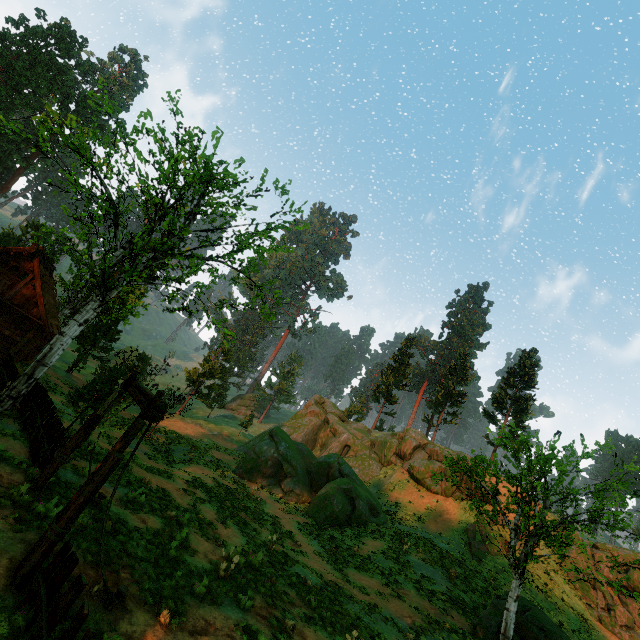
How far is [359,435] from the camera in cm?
4112

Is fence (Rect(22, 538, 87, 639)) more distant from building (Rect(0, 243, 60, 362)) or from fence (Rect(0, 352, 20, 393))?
fence (Rect(0, 352, 20, 393))

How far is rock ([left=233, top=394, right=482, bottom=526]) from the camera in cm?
2523

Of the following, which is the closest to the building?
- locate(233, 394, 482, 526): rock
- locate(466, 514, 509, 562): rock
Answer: locate(233, 394, 482, 526): rock

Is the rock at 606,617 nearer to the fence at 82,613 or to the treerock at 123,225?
the treerock at 123,225

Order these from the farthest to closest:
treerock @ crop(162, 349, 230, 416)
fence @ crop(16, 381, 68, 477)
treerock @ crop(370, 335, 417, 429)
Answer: treerock @ crop(370, 335, 417, 429)
treerock @ crop(162, 349, 230, 416)
fence @ crop(16, 381, 68, 477)

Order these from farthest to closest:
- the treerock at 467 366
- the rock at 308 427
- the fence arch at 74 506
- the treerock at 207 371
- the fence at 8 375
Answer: the treerock at 467 366
the treerock at 207 371
the rock at 308 427
the fence at 8 375
the fence arch at 74 506

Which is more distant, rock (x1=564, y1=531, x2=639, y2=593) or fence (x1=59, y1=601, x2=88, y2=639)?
rock (x1=564, y1=531, x2=639, y2=593)
